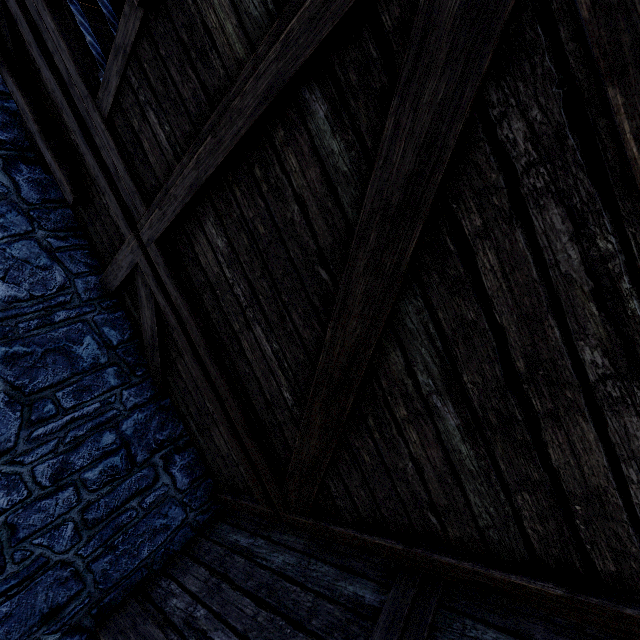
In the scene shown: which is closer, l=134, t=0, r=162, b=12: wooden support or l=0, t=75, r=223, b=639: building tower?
l=134, t=0, r=162, b=12: wooden support

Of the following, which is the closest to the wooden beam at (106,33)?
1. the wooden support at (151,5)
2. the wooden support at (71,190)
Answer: the wooden support at (71,190)

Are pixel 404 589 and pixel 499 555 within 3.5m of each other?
yes

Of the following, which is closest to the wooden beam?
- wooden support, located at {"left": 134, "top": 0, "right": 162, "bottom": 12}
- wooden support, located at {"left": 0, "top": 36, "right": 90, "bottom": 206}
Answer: wooden support, located at {"left": 0, "top": 36, "right": 90, "bottom": 206}

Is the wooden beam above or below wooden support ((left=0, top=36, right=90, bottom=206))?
above

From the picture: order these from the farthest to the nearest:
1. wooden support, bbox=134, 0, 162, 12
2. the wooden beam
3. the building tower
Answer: the wooden beam → the building tower → wooden support, bbox=134, 0, 162, 12

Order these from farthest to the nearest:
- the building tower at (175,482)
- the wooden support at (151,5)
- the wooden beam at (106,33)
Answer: the wooden beam at (106,33) → the building tower at (175,482) → the wooden support at (151,5)

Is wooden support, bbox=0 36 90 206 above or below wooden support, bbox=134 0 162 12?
above
